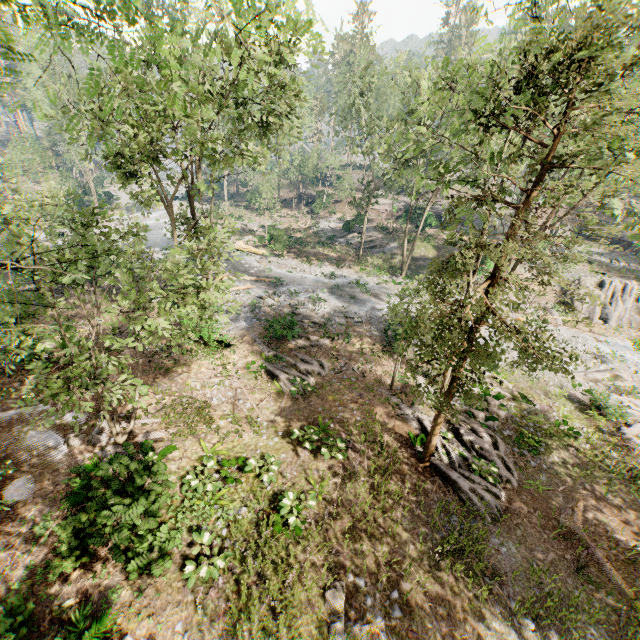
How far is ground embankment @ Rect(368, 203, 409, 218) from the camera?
50.5m

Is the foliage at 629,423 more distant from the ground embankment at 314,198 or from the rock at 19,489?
the rock at 19,489

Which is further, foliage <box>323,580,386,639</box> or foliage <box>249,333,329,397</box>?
foliage <box>249,333,329,397</box>

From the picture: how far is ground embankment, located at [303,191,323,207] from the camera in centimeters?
5139cm

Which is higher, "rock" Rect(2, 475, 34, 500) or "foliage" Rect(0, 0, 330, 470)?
"foliage" Rect(0, 0, 330, 470)

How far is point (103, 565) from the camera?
9.1 meters

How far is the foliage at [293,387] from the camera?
17.2m

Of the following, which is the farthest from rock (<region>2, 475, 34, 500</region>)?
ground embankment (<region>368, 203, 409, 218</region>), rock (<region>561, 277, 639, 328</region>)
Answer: ground embankment (<region>368, 203, 409, 218</region>)
